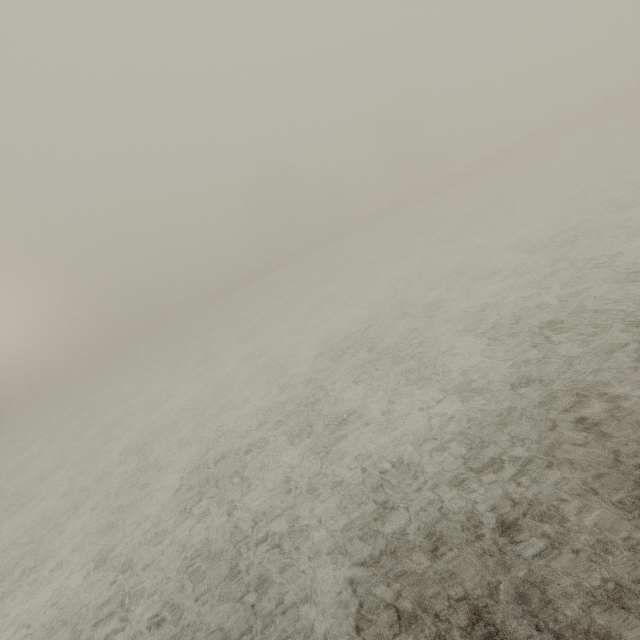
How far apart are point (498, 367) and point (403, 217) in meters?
38.3
